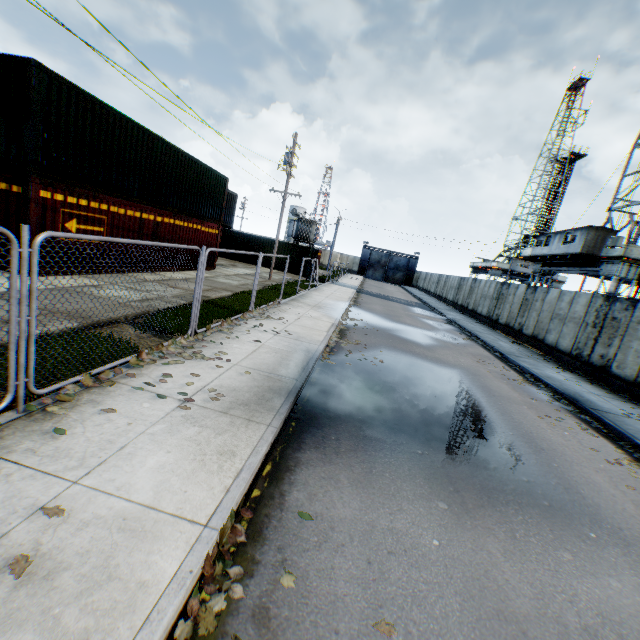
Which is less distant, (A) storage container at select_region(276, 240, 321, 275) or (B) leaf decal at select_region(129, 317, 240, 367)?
(B) leaf decal at select_region(129, 317, 240, 367)

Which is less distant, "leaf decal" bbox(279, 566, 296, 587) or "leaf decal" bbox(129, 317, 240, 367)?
"leaf decal" bbox(279, 566, 296, 587)

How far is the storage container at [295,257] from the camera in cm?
3216

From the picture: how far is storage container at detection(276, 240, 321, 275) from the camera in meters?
32.2 m

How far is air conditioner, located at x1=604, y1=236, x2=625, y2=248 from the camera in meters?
17.9

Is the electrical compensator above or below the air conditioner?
below

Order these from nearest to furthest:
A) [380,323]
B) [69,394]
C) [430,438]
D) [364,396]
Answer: [69,394]
[430,438]
[364,396]
[380,323]

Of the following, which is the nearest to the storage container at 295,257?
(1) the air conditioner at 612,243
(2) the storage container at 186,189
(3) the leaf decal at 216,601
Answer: (2) the storage container at 186,189
